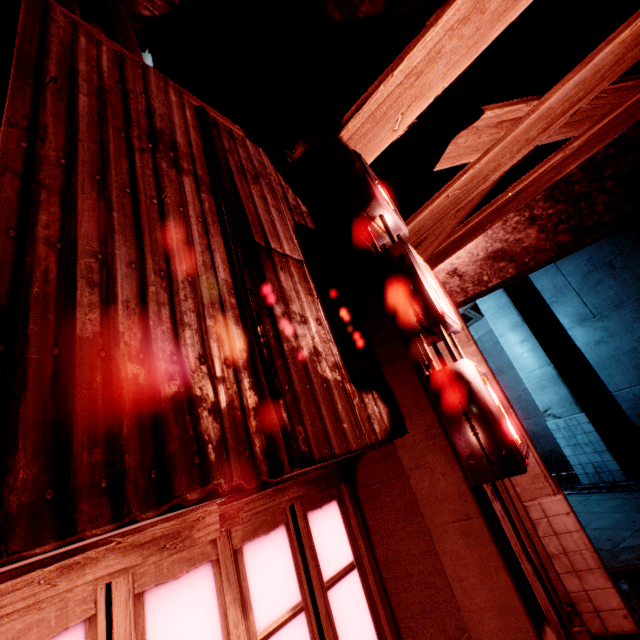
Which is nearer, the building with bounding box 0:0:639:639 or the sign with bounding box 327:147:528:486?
the building with bounding box 0:0:639:639

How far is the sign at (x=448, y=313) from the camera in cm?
190

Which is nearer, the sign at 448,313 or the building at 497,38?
the building at 497,38

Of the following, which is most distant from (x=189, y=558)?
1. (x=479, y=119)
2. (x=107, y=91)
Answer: (x=479, y=119)

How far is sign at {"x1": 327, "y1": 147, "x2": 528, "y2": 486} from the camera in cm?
190
